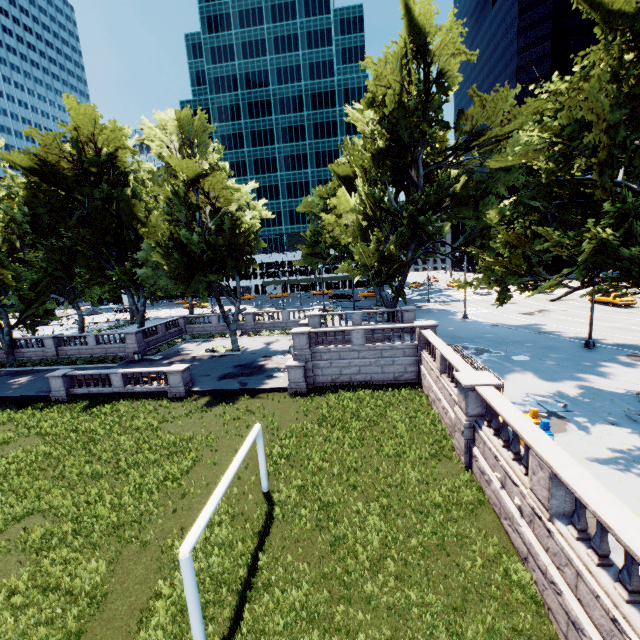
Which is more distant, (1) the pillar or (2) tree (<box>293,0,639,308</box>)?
(2) tree (<box>293,0,639,308</box>)

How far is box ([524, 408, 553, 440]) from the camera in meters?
10.6

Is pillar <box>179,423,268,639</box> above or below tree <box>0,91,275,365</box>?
below

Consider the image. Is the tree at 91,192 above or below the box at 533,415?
above

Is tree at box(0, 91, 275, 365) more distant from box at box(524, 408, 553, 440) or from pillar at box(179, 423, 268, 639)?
pillar at box(179, 423, 268, 639)

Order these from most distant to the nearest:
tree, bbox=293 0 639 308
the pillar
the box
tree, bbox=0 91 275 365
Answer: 1. tree, bbox=0 91 275 365
2. the box
3. tree, bbox=293 0 639 308
4. the pillar

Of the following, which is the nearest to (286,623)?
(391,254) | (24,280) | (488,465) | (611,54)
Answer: (488,465)

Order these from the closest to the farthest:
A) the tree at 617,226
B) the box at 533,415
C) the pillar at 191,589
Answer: the pillar at 191,589
the tree at 617,226
the box at 533,415
